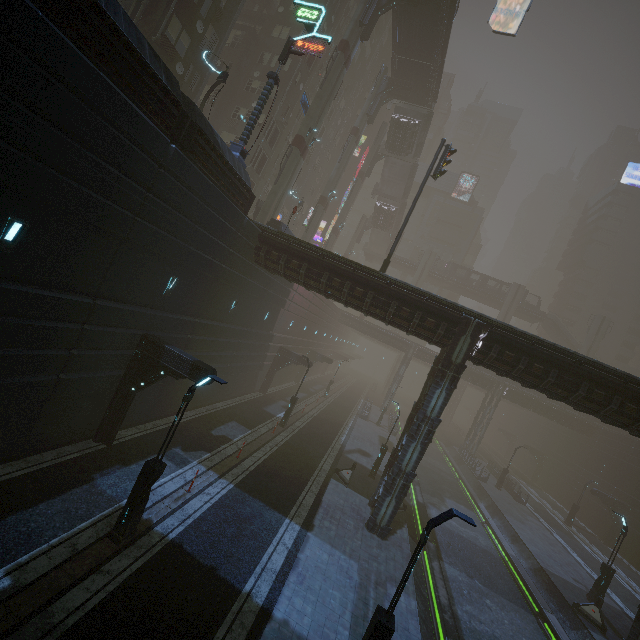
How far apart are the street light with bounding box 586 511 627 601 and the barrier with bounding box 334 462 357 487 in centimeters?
1616cm

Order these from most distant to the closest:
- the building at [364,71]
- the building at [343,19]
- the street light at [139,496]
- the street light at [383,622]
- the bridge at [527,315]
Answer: the bridge at [527,315] < the building at [364,71] < the street light at [139,496] < the building at [343,19] < the street light at [383,622]

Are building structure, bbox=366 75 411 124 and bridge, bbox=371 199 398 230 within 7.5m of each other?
no

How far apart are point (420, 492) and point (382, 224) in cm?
4296

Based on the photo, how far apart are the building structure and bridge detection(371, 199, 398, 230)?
16.8m

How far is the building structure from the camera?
37.2m

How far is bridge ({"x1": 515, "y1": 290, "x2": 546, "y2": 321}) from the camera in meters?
58.3

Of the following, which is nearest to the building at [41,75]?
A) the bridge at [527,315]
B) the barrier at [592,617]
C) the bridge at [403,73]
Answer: the barrier at [592,617]
